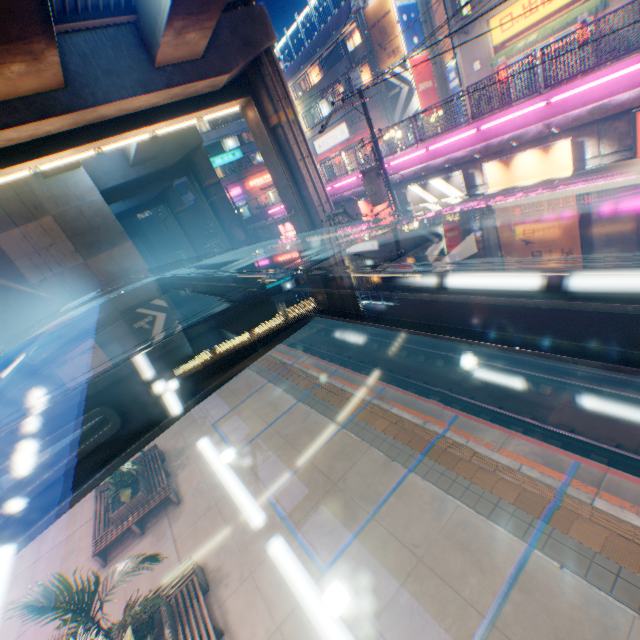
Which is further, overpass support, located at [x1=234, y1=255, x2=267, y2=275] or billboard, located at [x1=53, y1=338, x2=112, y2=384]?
overpass support, located at [x1=234, y1=255, x2=267, y2=275]

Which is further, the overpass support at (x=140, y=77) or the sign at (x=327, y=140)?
the sign at (x=327, y=140)

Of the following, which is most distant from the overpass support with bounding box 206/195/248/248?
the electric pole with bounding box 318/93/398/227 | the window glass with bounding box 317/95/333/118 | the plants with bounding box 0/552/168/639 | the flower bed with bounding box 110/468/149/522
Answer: the window glass with bounding box 317/95/333/118

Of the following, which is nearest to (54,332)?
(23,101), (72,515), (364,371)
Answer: (23,101)

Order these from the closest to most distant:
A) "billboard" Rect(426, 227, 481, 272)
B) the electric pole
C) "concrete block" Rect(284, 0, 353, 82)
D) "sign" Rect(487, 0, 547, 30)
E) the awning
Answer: the electric pole < "billboard" Rect(426, 227, 481, 272) < the awning < "sign" Rect(487, 0, 547, 30) < "concrete block" Rect(284, 0, 353, 82)

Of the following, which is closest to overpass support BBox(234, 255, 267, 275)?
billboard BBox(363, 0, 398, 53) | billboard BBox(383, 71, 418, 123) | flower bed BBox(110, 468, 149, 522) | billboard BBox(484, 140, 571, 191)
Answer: billboard BBox(484, 140, 571, 191)

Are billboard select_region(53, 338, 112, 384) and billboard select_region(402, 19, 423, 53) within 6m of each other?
no

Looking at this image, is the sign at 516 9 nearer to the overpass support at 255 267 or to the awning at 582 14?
the awning at 582 14
